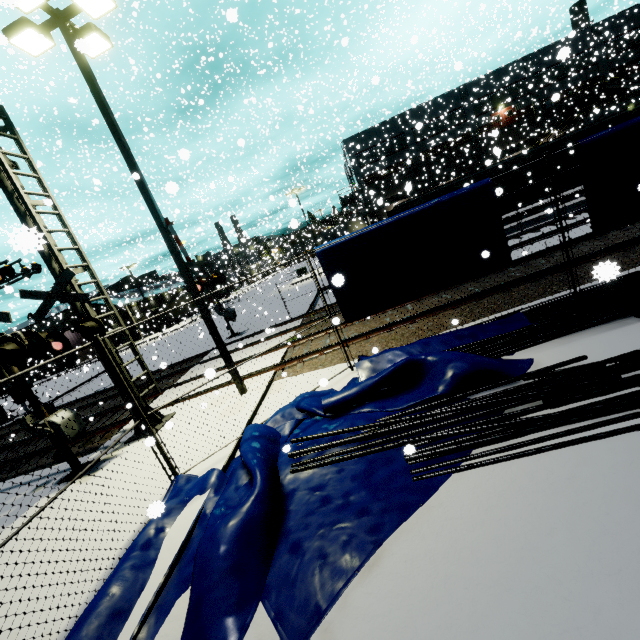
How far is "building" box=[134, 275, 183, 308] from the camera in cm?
4044

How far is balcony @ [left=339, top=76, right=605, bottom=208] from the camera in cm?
3758

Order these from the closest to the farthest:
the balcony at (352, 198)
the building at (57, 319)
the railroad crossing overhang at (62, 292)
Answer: the railroad crossing overhang at (62, 292), the balcony at (352, 198), the building at (57, 319)

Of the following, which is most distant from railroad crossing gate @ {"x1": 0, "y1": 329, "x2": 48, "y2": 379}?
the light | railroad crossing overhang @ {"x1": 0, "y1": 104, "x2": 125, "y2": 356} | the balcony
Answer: the balcony

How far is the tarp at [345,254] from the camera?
6.8 meters

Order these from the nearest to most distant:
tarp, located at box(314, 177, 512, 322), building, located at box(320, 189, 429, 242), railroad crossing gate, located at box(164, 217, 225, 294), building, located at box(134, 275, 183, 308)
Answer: tarp, located at box(314, 177, 512, 322) < railroad crossing gate, located at box(164, 217, 225, 294) < building, located at box(134, 275, 183, 308) < building, located at box(320, 189, 429, 242)

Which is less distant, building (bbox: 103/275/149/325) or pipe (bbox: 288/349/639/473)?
pipe (bbox: 288/349/639/473)

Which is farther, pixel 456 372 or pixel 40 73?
pixel 40 73
